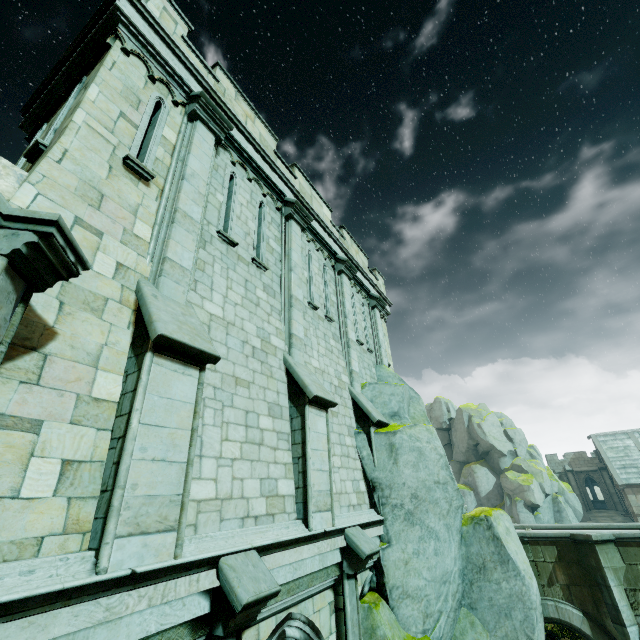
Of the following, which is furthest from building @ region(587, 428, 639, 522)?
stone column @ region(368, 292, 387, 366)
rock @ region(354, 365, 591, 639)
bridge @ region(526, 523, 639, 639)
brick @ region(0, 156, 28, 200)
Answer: brick @ region(0, 156, 28, 200)

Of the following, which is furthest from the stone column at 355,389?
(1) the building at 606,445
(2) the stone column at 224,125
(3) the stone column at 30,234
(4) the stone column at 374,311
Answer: (1) the building at 606,445

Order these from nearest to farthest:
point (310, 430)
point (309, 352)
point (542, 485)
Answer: point (310, 430), point (309, 352), point (542, 485)

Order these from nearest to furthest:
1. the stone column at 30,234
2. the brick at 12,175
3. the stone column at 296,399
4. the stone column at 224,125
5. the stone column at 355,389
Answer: the stone column at 30,234 → the stone column at 224,125 → the brick at 12,175 → the stone column at 296,399 → the stone column at 355,389

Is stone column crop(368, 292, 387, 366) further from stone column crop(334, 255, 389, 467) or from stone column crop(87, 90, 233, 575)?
stone column crop(87, 90, 233, 575)

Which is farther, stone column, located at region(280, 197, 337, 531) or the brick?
stone column, located at region(280, 197, 337, 531)

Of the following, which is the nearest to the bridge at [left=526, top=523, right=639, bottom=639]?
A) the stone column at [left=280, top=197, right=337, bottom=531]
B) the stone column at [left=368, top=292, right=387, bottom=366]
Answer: the stone column at [left=368, top=292, right=387, bottom=366]

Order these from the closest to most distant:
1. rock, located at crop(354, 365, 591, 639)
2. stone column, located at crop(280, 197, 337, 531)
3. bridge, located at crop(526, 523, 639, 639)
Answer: stone column, located at crop(280, 197, 337, 531)
rock, located at crop(354, 365, 591, 639)
bridge, located at crop(526, 523, 639, 639)
